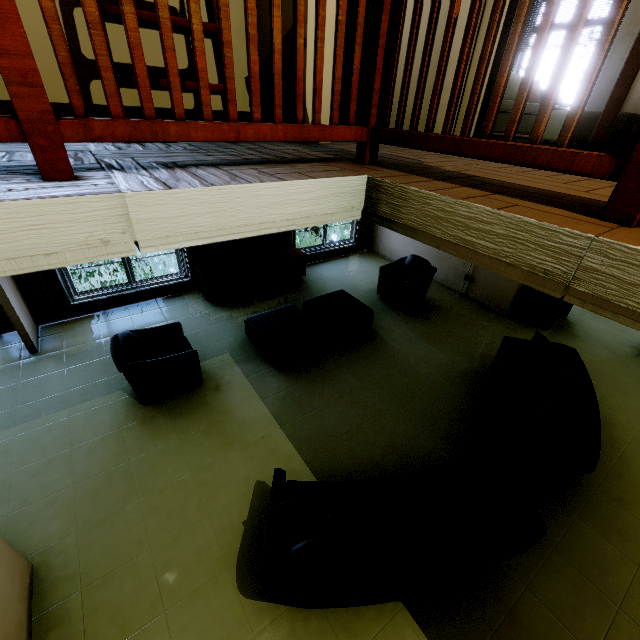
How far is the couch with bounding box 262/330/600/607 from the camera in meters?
2.1

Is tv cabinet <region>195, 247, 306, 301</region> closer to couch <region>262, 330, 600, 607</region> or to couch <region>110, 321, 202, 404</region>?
couch <region>110, 321, 202, 404</region>

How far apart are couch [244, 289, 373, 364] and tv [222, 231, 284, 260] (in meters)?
1.54

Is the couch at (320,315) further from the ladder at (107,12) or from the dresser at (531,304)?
the dresser at (531,304)

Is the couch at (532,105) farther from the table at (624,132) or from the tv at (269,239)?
the tv at (269,239)

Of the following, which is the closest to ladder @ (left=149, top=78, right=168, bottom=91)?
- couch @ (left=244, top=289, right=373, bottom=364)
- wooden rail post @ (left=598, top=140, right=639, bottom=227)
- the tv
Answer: wooden rail post @ (left=598, top=140, right=639, bottom=227)

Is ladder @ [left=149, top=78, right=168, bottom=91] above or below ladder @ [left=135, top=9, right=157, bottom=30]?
below

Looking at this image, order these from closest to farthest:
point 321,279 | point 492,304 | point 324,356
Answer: point 324,356 < point 492,304 < point 321,279
